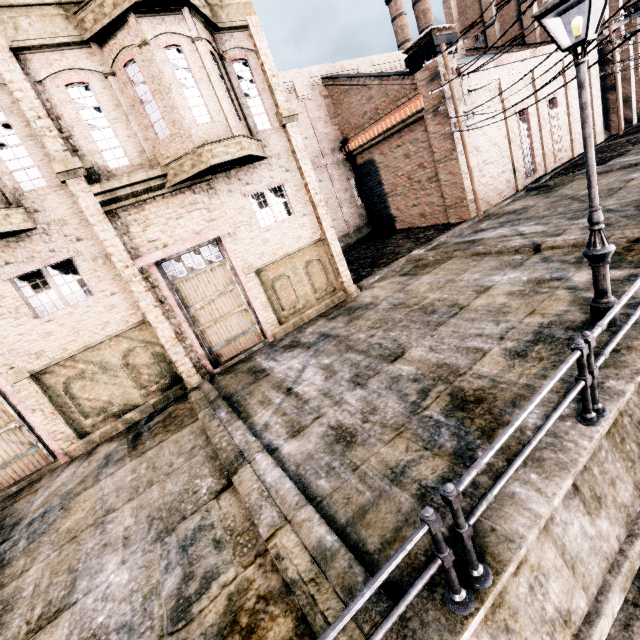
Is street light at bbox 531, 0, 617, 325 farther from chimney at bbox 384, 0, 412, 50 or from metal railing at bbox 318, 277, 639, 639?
chimney at bbox 384, 0, 412, 50

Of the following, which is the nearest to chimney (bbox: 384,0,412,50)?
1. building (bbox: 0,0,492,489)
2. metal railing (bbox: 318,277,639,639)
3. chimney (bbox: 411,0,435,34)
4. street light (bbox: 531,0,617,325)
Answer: chimney (bbox: 411,0,435,34)

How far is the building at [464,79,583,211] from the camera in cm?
2069

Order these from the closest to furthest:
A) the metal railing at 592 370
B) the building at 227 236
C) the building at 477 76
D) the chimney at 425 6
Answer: the metal railing at 592 370
the building at 227 236
the building at 477 76
the chimney at 425 6

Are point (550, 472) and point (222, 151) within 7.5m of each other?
no

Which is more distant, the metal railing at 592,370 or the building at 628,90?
the building at 628,90

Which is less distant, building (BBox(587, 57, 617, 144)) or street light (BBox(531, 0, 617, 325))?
street light (BBox(531, 0, 617, 325))
